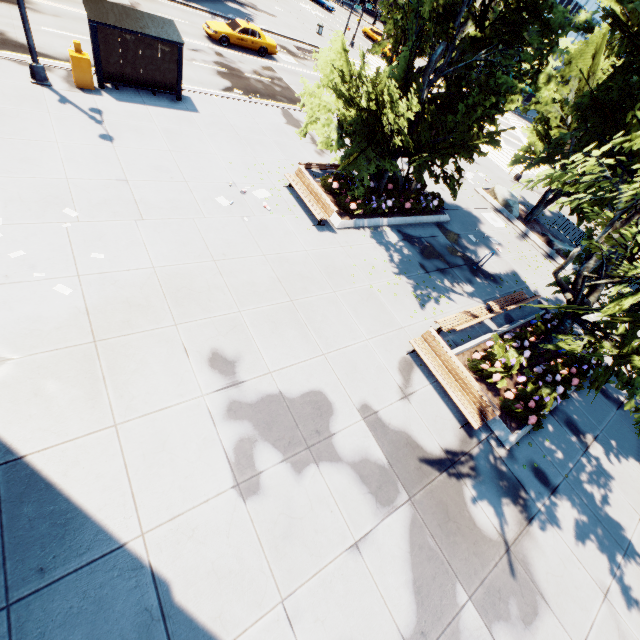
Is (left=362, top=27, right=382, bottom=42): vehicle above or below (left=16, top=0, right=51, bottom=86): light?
above

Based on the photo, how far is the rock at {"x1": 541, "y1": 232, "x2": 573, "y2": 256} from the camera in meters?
19.4 m

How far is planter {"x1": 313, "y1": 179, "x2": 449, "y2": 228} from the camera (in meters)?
13.17

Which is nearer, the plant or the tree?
the tree

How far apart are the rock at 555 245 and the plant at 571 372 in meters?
12.9

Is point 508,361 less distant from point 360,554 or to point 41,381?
point 360,554

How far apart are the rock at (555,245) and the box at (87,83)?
24.66m

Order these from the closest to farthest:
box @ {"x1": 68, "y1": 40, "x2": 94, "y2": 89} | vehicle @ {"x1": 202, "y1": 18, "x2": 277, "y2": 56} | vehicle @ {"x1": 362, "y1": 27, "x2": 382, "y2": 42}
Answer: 1. box @ {"x1": 68, "y1": 40, "x2": 94, "y2": 89}
2. vehicle @ {"x1": 202, "y1": 18, "x2": 277, "y2": 56}
3. vehicle @ {"x1": 362, "y1": 27, "x2": 382, "y2": 42}
